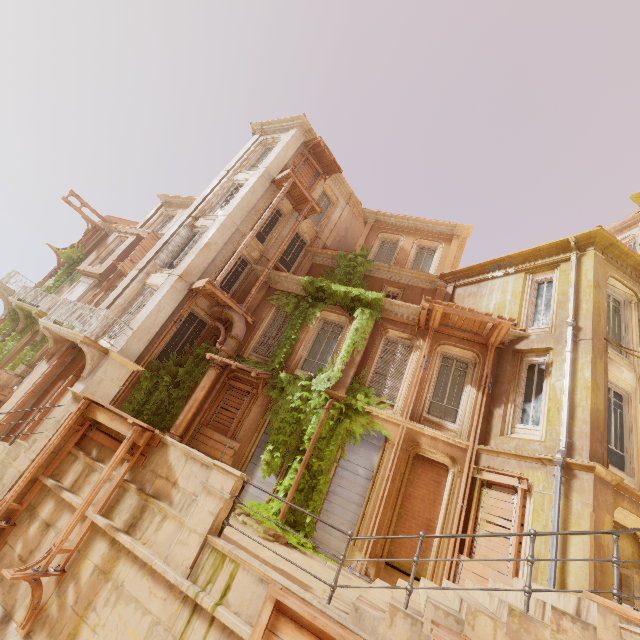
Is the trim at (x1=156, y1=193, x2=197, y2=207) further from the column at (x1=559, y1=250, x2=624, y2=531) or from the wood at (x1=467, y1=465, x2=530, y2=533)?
the wood at (x1=467, y1=465, x2=530, y2=533)

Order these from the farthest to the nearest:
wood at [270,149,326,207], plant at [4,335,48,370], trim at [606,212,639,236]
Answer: trim at [606,212,639,236]
plant at [4,335,48,370]
wood at [270,149,326,207]

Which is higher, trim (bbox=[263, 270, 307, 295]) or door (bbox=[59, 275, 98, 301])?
trim (bbox=[263, 270, 307, 295])

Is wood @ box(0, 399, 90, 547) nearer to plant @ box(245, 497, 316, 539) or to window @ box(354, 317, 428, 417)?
plant @ box(245, 497, 316, 539)

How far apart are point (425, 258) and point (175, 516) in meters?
16.9 m

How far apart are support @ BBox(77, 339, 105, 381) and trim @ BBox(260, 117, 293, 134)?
15.6 meters

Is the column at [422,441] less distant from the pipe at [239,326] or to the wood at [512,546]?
the wood at [512,546]

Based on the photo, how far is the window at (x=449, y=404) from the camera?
11.1m
